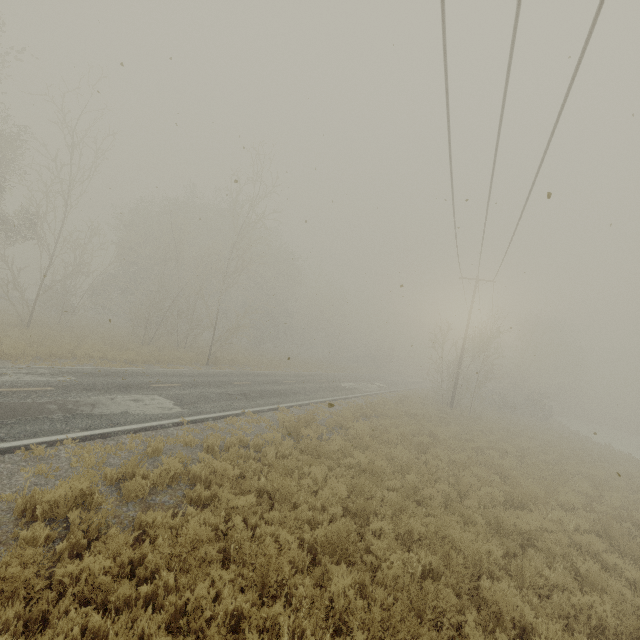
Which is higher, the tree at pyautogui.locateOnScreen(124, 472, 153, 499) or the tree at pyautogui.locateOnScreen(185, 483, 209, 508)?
the tree at pyautogui.locateOnScreen(124, 472, 153, 499)

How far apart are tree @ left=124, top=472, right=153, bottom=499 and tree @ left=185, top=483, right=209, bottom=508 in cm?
97

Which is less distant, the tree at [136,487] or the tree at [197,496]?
the tree at [136,487]

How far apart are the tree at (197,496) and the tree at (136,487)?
1.0m

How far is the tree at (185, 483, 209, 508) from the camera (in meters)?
6.63

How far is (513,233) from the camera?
14.77m

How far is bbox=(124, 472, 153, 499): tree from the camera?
6.11m

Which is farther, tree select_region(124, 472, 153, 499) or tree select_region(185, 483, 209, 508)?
tree select_region(185, 483, 209, 508)
